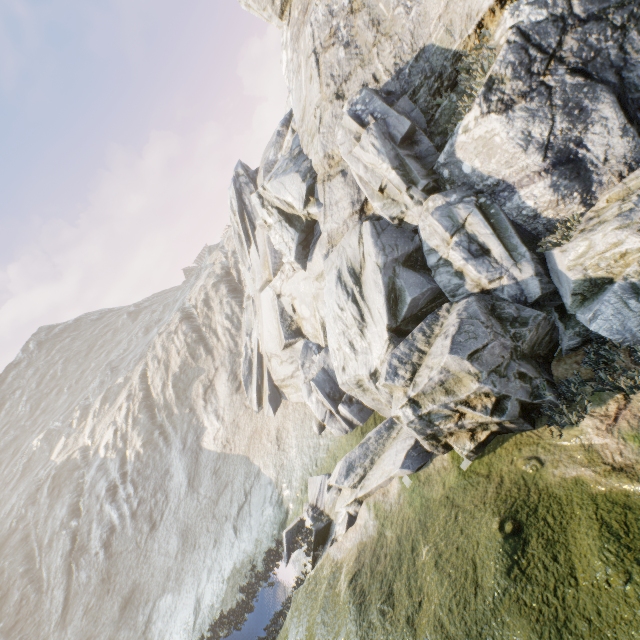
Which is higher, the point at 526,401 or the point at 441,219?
the point at 441,219
